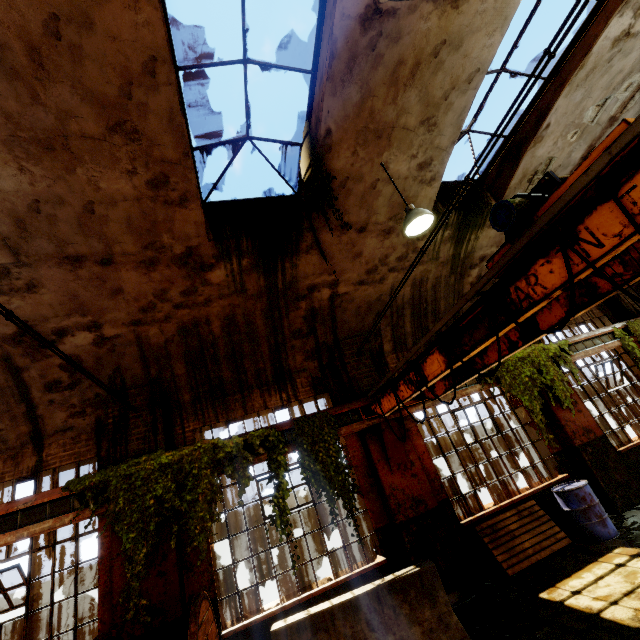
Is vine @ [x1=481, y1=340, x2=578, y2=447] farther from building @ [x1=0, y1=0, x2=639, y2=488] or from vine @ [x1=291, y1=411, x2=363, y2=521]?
vine @ [x1=291, y1=411, x2=363, y2=521]

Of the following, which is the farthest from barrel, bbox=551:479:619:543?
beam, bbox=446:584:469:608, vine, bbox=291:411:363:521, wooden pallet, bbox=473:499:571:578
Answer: vine, bbox=291:411:363:521

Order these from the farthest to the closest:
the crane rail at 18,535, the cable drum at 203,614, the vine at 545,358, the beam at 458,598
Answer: the vine at 545,358, the beam at 458,598, the crane rail at 18,535, the cable drum at 203,614

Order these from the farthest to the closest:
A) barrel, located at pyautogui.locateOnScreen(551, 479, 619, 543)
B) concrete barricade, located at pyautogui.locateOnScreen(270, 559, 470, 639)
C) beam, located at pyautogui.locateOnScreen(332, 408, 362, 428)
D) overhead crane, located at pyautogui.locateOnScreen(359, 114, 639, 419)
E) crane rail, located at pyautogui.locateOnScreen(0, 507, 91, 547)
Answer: beam, located at pyautogui.locateOnScreen(332, 408, 362, 428) < barrel, located at pyautogui.locateOnScreen(551, 479, 619, 543) < crane rail, located at pyautogui.locateOnScreen(0, 507, 91, 547) < concrete barricade, located at pyautogui.locateOnScreen(270, 559, 470, 639) < overhead crane, located at pyautogui.locateOnScreen(359, 114, 639, 419)

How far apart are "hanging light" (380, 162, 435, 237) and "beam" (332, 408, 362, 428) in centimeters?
376cm

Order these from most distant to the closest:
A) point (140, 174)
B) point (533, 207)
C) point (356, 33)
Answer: point (140, 174)
point (356, 33)
point (533, 207)

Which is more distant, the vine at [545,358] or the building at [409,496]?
the vine at [545,358]

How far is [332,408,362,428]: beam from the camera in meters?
6.9
